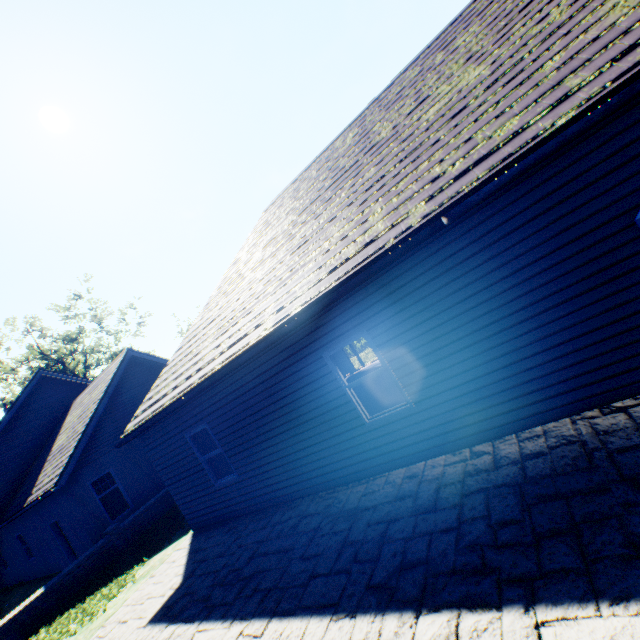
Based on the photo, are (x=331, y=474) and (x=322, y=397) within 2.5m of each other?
yes
